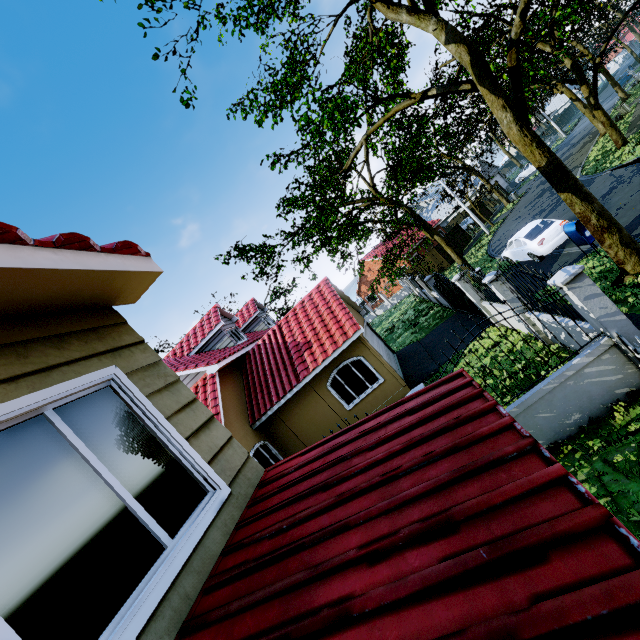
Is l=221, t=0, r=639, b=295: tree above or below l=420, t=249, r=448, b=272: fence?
above

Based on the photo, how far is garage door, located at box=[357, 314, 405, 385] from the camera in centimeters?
1287cm

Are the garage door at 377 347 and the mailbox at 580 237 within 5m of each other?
no

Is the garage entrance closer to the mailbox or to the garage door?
the garage door

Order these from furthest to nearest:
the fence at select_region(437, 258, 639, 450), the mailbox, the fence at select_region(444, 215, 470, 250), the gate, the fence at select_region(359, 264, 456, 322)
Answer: the fence at select_region(444, 215, 470, 250) → the fence at select_region(359, 264, 456, 322) → the gate → the mailbox → the fence at select_region(437, 258, 639, 450)

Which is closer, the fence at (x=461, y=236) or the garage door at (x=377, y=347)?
the garage door at (x=377, y=347)

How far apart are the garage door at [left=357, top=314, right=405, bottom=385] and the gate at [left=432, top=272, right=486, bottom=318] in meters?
4.0

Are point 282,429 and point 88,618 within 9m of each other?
no
